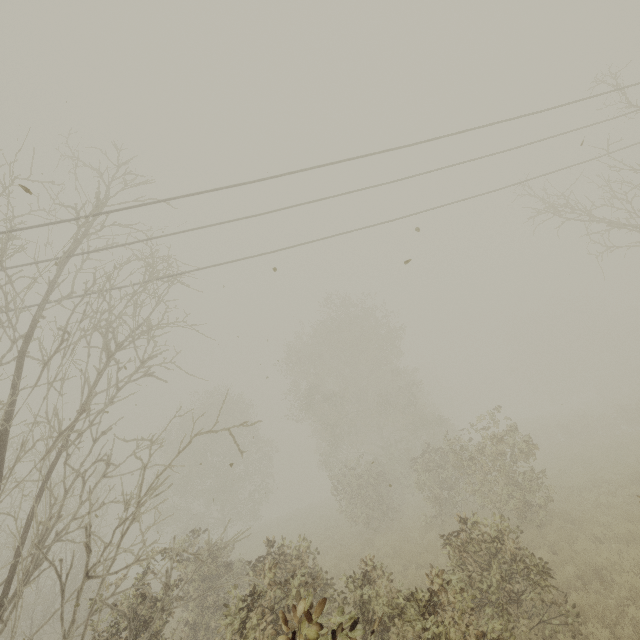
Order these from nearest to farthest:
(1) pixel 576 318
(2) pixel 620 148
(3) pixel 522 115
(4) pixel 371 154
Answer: (4) pixel 371 154, (3) pixel 522 115, (2) pixel 620 148, (1) pixel 576 318
